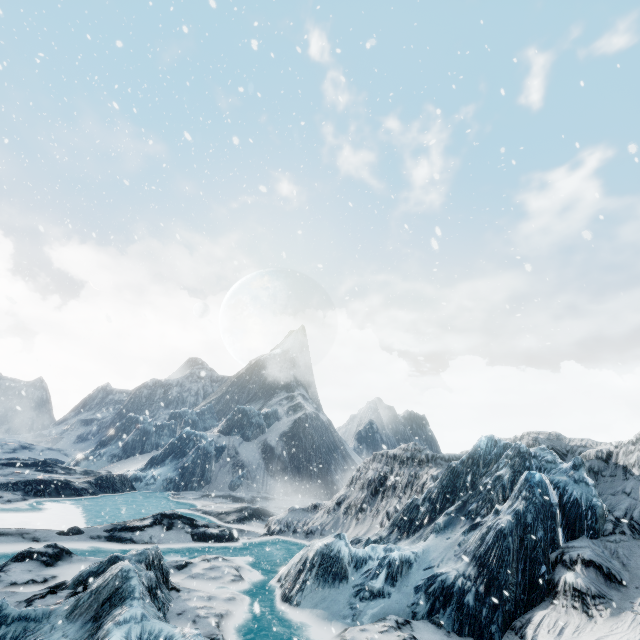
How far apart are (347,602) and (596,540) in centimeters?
690cm
